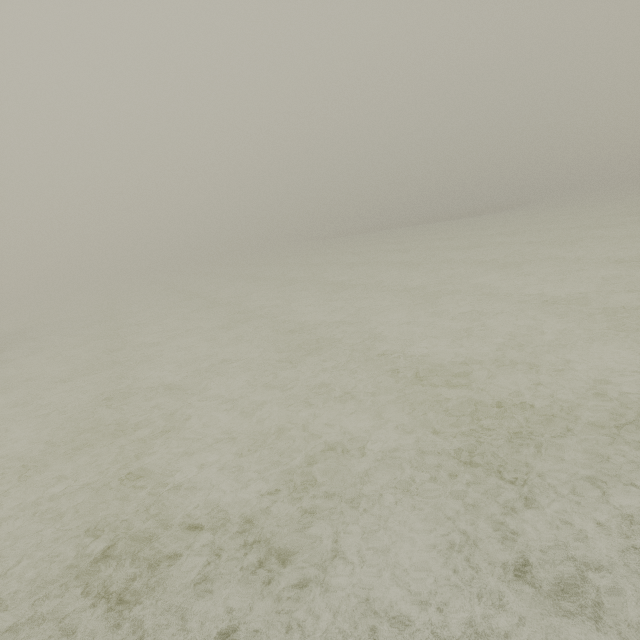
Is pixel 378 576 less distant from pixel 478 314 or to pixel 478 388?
pixel 478 388
